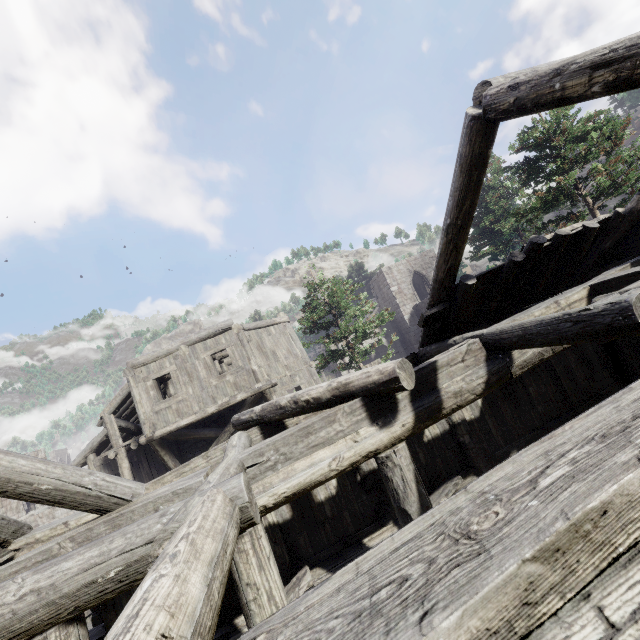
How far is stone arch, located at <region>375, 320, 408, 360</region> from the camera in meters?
31.8

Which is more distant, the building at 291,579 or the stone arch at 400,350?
the stone arch at 400,350

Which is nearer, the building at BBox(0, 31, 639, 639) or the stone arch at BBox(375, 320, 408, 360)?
the building at BBox(0, 31, 639, 639)

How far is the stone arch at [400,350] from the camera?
31.76m

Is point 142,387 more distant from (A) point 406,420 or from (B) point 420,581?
(B) point 420,581
